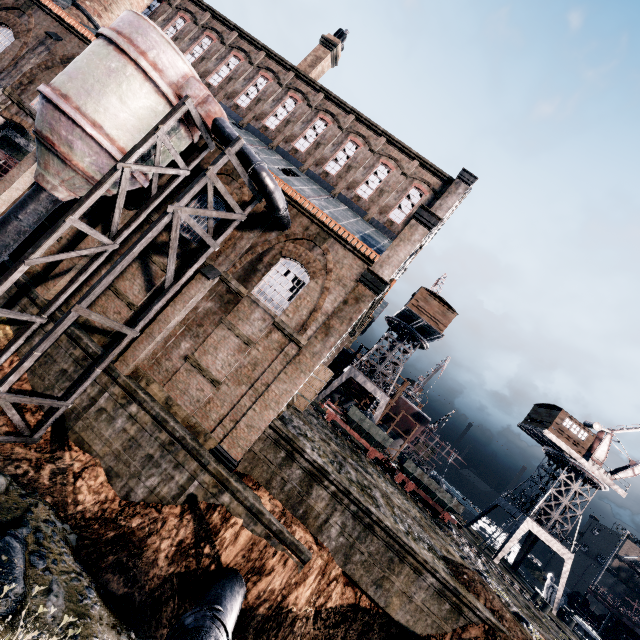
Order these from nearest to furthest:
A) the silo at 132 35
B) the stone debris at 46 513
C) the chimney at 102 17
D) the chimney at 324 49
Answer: the stone debris at 46 513 < the silo at 132 35 < the chimney at 102 17 < the chimney at 324 49

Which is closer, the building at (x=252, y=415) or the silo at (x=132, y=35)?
the silo at (x=132, y=35)

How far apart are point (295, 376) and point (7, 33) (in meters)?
28.14

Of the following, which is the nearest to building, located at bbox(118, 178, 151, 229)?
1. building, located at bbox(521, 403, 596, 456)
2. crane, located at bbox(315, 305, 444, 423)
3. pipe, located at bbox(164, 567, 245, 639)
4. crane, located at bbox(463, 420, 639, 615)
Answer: pipe, located at bbox(164, 567, 245, 639)

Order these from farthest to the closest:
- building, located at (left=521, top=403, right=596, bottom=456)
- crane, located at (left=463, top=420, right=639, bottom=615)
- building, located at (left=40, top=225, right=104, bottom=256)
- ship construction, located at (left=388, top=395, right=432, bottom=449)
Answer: ship construction, located at (left=388, top=395, right=432, bottom=449)
building, located at (left=521, top=403, right=596, bottom=456)
crane, located at (left=463, top=420, right=639, bottom=615)
building, located at (left=40, top=225, right=104, bottom=256)

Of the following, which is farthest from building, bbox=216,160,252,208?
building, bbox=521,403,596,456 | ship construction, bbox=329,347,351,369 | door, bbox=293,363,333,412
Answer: building, bbox=521,403,596,456

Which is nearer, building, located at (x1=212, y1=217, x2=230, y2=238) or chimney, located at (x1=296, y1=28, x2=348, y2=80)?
building, located at (x1=212, y1=217, x2=230, y2=238)

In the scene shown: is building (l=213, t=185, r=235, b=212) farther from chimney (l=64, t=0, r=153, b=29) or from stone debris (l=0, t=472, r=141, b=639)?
stone debris (l=0, t=472, r=141, b=639)
